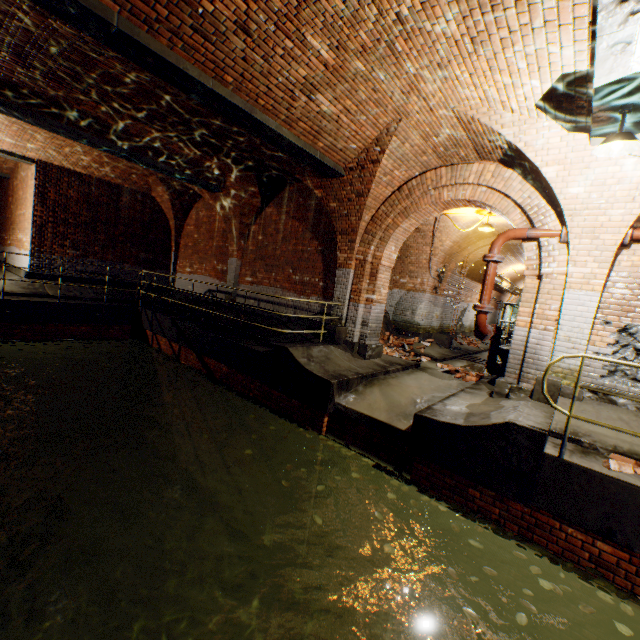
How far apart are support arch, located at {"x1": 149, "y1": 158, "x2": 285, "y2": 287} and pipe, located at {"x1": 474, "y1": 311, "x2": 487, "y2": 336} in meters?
7.0 m

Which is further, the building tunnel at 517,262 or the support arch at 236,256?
the building tunnel at 517,262

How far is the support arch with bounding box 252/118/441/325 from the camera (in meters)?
6.38

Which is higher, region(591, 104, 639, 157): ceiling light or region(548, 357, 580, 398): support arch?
region(591, 104, 639, 157): ceiling light

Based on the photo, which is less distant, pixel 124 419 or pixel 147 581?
pixel 147 581

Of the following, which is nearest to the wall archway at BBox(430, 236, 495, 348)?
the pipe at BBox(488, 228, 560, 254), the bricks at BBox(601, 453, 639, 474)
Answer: the pipe at BBox(488, 228, 560, 254)

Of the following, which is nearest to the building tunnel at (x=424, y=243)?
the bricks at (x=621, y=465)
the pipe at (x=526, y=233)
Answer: the pipe at (x=526, y=233)

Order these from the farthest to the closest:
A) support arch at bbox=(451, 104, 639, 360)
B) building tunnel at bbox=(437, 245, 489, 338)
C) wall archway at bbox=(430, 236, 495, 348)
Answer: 1. building tunnel at bbox=(437, 245, 489, 338)
2. wall archway at bbox=(430, 236, 495, 348)
3. support arch at bbox=(451, 104, 639, 360)
